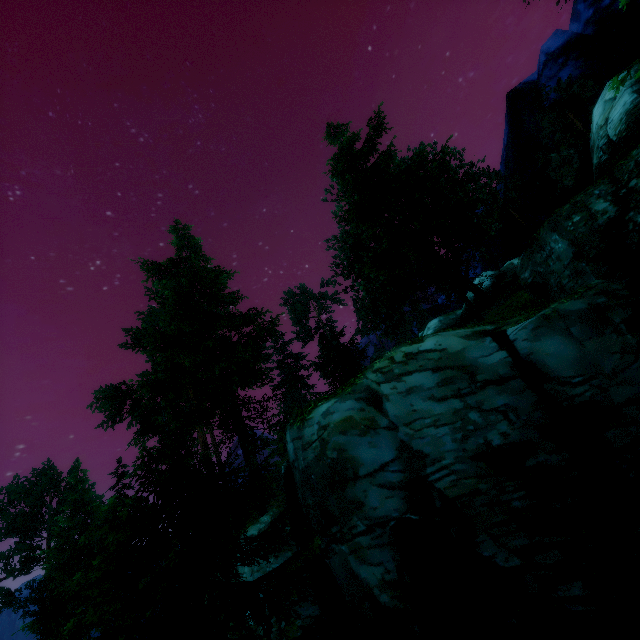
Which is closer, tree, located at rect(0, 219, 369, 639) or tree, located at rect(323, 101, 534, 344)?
tree, located at rect(0, 219, 369, 639)

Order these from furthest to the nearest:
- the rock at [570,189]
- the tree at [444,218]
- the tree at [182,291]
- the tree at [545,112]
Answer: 1. the tree at [545,112]
2. the rock at [570,189]
3. the tree at [444,218]
4. the tree at [182,291]

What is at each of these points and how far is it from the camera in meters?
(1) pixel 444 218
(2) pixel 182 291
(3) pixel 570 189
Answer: (1) tree, 24.6
(2) tree, 19.5
(3) rock, 21.5

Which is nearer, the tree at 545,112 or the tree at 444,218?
the tree at 444,218

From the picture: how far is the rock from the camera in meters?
21.2 m

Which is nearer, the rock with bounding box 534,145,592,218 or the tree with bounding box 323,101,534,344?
the tree with bounding box 323,101,534,344

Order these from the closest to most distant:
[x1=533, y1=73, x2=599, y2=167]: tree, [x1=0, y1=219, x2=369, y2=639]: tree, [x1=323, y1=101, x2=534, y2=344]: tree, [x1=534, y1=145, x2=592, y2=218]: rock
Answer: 1. [x1=0, y1=219, x2=369, y2=639]: tree
2. [x1=323, y1=101, x2=534, y2=344]: tree
3. [x1=534, y1=145, x2=592, y2=218]: rock
4. [x1=533, y1=73, x2=599, y2=167]: tree
